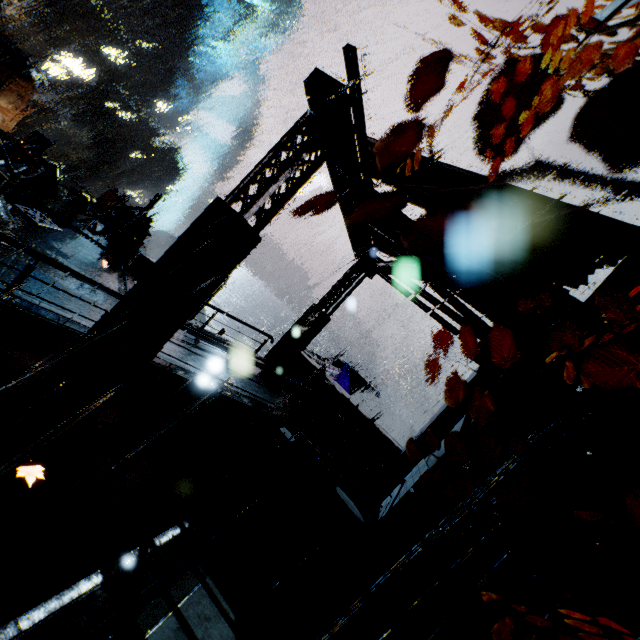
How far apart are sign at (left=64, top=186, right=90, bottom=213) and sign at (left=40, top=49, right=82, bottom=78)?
41.3 meters

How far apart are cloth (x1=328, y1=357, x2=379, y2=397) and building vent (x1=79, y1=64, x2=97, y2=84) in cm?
5972

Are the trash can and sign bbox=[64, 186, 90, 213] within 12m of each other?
no

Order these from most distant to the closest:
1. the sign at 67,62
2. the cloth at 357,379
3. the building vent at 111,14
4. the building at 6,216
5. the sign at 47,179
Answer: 1. the building vent at 111,14
2. the sign at 67,62
3. the cloth at 357,379
4. the sign at 47,179
5. the building at 6,216

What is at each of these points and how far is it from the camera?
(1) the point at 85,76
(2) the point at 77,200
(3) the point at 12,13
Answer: (1) building vent, 49.6m
(2) sign, 15.0m
(3) pipe, 32.3m

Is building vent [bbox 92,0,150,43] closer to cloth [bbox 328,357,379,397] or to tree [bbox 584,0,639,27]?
cloth [bbox 328,357,379,397]

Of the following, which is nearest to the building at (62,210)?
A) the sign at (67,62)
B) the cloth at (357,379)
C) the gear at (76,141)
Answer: the sign at (67,62)

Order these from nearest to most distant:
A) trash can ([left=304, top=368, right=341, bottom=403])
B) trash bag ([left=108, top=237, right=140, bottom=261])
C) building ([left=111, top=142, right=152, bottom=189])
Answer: trash can ([left=304, top=368, right=341, bottom=403]) < trash bag ([left=108, top=237, right=140, bottom=261]) < building ([left=111, top=142, right=152, bottom=189])
